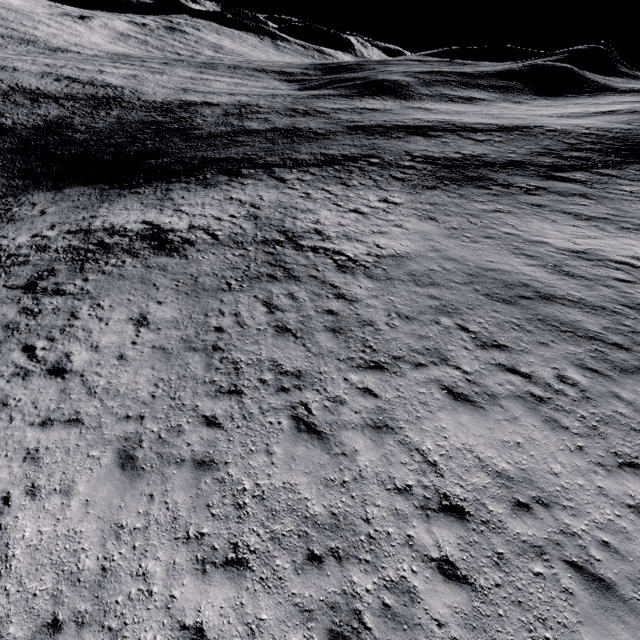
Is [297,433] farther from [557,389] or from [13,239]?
[13,239]
